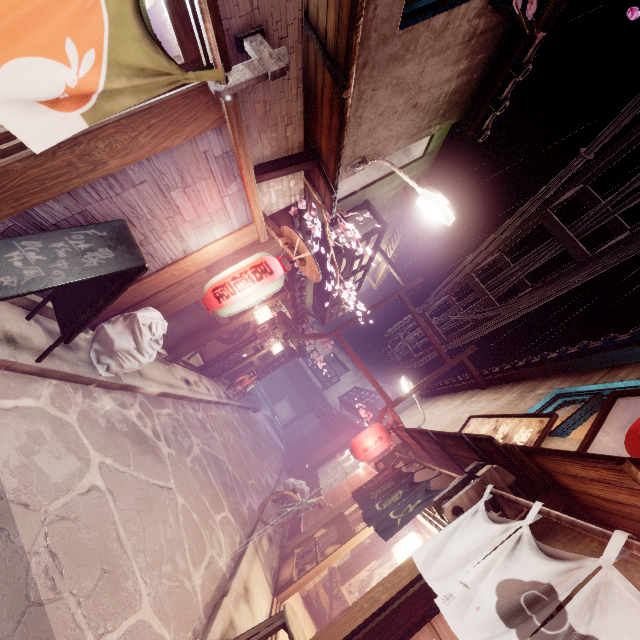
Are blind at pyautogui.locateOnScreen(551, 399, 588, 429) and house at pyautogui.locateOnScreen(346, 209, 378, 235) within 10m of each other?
no

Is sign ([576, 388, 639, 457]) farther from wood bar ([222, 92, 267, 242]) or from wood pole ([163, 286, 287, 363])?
wood pole ([163, 286, 287, 363])

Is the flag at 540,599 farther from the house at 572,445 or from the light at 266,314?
the light at 266,314

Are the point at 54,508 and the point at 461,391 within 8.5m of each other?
no

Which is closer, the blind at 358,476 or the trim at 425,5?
the trim at 425,5

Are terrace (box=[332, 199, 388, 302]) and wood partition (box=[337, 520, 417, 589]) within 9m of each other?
no

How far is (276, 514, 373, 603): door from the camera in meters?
10.1

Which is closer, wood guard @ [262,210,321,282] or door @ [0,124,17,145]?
door @ [0,124,17,145]
